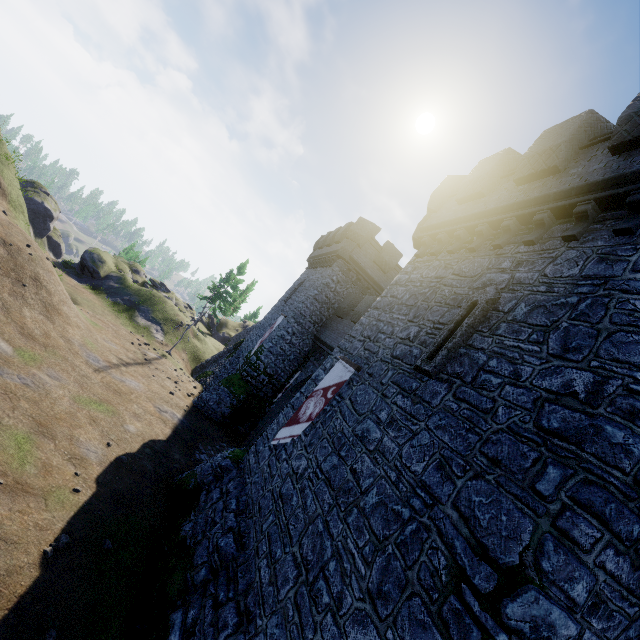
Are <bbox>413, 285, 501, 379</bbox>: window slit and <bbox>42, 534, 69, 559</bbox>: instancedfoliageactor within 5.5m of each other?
no

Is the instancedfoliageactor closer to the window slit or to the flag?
the flag

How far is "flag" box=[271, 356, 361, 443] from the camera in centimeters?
1026cm

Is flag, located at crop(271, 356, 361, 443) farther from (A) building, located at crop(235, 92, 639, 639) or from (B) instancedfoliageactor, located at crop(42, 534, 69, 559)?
(B) instancedfoliageactor, located at crop(42, 534, 69, 559)

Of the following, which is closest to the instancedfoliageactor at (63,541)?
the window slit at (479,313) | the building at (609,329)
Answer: the building at (609,329)

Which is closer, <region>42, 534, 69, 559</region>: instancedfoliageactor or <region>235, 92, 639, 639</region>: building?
<region>235, 92, 639, 639</region>: building

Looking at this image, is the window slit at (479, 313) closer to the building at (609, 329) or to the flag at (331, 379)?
the building at (609, 329)

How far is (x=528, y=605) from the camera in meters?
3.8 m
